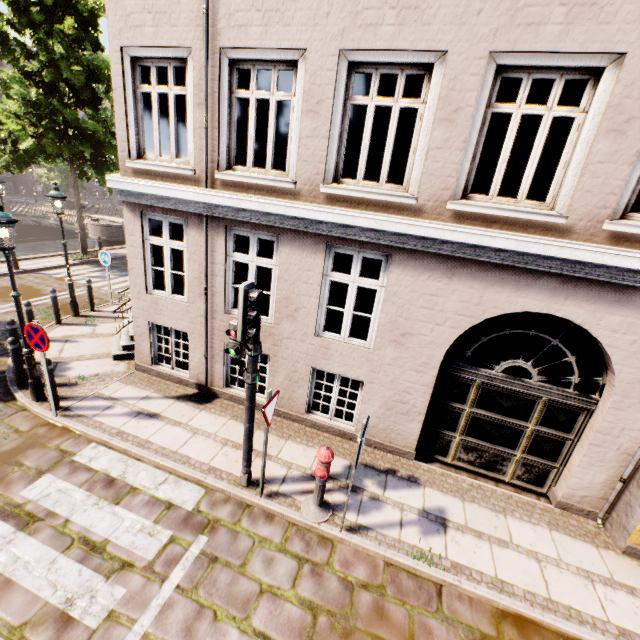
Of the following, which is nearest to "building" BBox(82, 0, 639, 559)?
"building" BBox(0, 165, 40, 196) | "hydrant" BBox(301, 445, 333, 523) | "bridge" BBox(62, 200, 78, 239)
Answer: "hydrant" BBox(301, 445, 333, 523)

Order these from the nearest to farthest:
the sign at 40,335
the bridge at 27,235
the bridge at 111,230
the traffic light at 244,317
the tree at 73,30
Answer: the traffic light at 244,317
the sign at 40,335
the tree at 73,30
the bridge at 111,230
the bridge at 27,235

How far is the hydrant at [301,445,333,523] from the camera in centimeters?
456cm

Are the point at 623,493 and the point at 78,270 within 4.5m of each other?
no

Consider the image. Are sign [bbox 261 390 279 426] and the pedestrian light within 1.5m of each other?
yes

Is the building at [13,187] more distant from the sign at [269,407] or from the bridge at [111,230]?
the sign at [269,407]

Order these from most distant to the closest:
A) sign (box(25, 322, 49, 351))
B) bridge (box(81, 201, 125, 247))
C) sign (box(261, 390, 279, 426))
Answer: bridge (box(81, 201, 125, 247)), sign (box(25, 322, 49, 351)), sign (box(261, 390, 279, 426))

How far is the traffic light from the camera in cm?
379
